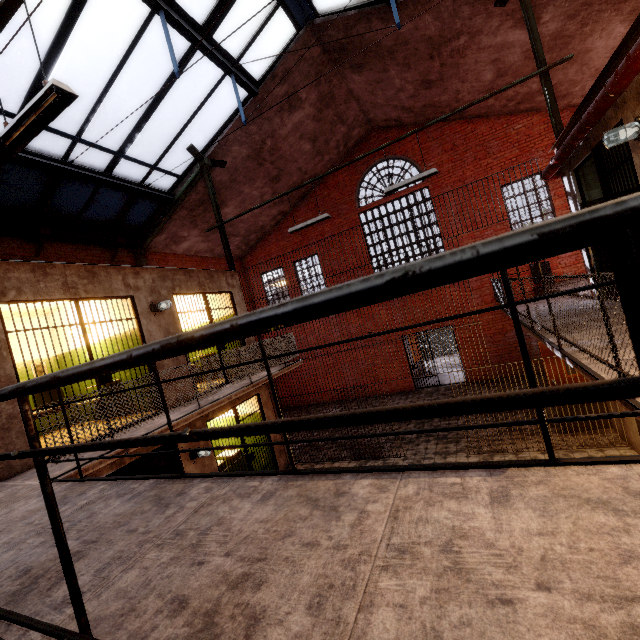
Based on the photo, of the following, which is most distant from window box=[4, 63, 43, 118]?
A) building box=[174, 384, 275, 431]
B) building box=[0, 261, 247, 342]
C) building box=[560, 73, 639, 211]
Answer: building box=[174, 384, 275, 431]

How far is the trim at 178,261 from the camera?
11.9m

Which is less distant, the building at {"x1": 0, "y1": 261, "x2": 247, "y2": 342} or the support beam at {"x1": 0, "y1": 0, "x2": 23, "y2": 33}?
the support beam at {"x1": 0, "y1": 0, "x2": 23, "y2": 33}

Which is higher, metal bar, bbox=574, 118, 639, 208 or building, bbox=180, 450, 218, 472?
metal bar, bbox=574, 118, 639, 208

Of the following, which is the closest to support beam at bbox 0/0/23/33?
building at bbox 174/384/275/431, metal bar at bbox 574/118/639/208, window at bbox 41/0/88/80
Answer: window at bbox 41/0/88/80

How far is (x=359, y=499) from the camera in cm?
171

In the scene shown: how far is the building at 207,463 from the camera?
6.57m

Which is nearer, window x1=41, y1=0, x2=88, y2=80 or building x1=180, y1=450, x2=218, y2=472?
window x1=41, y1=0, x2=88, y2=80
